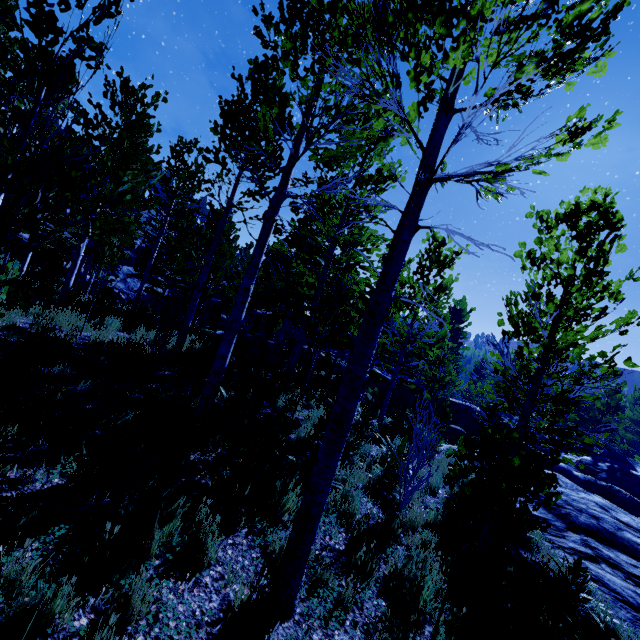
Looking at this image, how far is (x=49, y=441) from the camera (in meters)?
4.21

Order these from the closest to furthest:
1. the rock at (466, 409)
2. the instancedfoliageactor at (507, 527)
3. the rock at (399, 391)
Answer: the instancedfoliageactor at (507, 527) < the rock at (466, 409) < the rock at (399, 391)

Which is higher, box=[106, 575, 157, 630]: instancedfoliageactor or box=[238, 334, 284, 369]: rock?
box=[238, 334, 284, 369]: rock

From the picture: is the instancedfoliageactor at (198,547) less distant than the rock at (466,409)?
Yes

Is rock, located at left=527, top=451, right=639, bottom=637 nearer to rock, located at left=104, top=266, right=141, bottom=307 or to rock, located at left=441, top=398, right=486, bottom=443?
rock, located at left=441, top=398, right=486, bottom=443

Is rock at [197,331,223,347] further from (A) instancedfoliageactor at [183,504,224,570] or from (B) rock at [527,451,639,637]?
(B) rock at [527,451,639,637]

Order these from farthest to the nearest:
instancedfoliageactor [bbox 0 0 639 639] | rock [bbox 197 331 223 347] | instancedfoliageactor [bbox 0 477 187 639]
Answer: rock [bbox 197 331 223 347]
instancedfoliageactor [bbox 0 0 639 639]
instancedfoliageactor [bbox 0 477 187 639]

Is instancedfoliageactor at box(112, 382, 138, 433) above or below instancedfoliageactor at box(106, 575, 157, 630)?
above
